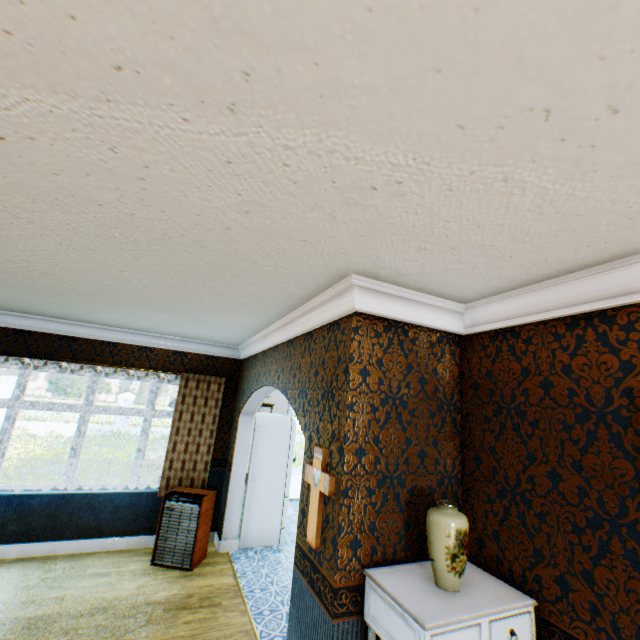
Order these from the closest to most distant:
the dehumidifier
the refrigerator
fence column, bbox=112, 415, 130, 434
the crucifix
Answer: the crucifix
the dehumidifier
the refrigerator
fence column, bbox=112, 415, 130, 434

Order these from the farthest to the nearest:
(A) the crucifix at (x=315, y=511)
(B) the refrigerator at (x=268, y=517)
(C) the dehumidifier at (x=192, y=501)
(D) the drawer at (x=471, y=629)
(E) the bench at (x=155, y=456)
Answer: (E) the bench at (x=155, y=456)
(B) the refrigerator at (x=268, y=517)
(C) the dehumidifier at (x=192, y=501)
(A) the crucifix at (x=315, y=511)
(D) the drawer at (x=471, y=629)

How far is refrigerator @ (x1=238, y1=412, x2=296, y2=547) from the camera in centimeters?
525cm

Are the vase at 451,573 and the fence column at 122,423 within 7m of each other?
no

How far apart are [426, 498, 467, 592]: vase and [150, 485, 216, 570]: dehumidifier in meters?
3.6 m

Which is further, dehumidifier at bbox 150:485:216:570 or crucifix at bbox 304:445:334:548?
dehumidifier at bbox 150:485:216:570

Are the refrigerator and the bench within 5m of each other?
no

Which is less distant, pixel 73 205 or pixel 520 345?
pixel 73 205
